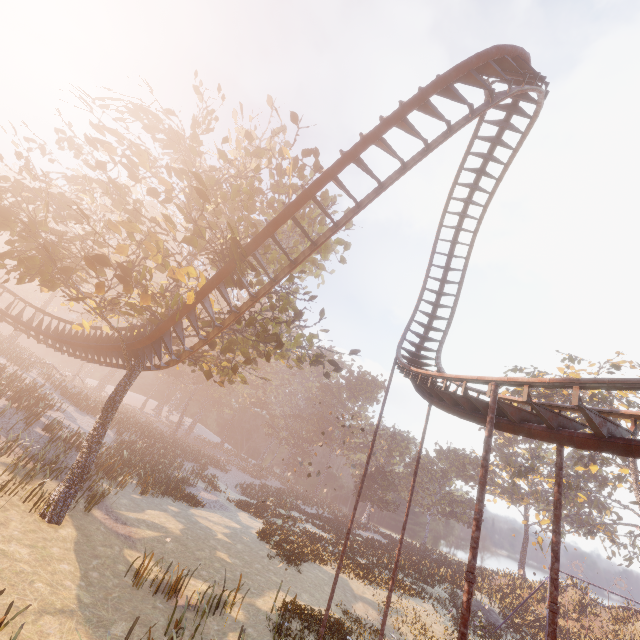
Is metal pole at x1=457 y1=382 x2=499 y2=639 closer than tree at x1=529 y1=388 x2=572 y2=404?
Yes

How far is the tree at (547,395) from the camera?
33.0 meters

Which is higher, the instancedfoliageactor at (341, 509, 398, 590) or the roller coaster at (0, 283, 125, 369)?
the roller coaster at (0, 283, 125, 369)

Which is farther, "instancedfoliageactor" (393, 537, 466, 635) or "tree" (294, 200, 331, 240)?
"instancedfoliageactor" (393, 537, 466, 635)

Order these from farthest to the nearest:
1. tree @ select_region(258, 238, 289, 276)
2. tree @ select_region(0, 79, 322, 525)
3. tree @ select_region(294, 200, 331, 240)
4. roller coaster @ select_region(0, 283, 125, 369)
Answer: roller coaster @ select_region(0, 283, 125, 369), tree @ select_region(294, 200, 331, 240), tree @ select_region(258, 238, 289, 276), tree @ select_region(0, 79, 322, 525)

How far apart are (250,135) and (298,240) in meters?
4.9 m

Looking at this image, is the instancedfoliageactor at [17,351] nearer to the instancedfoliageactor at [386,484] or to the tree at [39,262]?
the tree at [39,262]

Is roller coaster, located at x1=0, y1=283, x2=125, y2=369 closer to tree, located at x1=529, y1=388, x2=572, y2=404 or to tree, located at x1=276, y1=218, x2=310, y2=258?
tree, located at x1=276, y1=218, x2=310, y2=258
